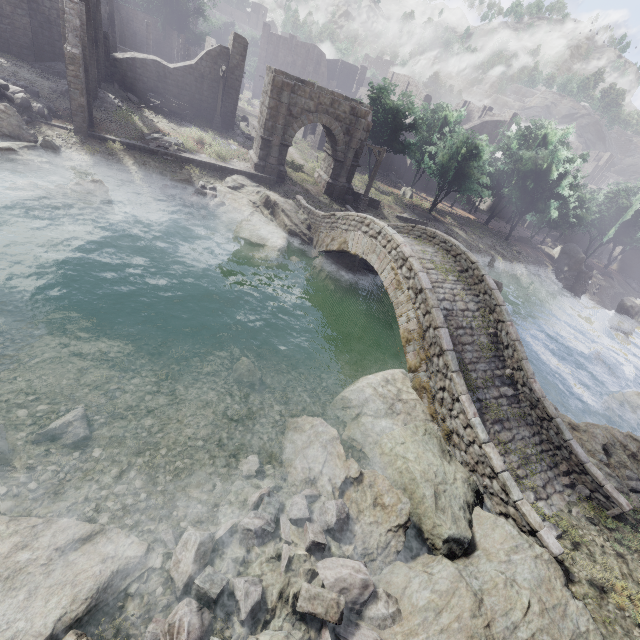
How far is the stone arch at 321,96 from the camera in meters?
20.6 m

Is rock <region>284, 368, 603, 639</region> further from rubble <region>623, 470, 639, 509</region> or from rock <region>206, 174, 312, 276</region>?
rock <region>206, 174, 312, 276</region>

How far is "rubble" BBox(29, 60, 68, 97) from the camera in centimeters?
1962cm

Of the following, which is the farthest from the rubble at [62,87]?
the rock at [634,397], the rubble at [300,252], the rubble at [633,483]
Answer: the rock at [634,397]

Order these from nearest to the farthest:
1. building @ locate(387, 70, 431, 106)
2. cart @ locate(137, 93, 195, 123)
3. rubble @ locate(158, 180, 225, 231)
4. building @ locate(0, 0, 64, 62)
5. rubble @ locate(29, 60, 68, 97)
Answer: rubble @ locate(158, 180, 225, 231)
rubble @ locate(29, 60, 68, 97)
building @ locate(0, 0, 64, 62)
cart @ locate(137, 93, 195, 123)
building @ locate(387, 70, 431, 106)

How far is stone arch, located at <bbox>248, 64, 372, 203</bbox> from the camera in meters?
20.6

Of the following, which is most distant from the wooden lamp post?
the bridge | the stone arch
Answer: the bridge

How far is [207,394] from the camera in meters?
9.8 m
